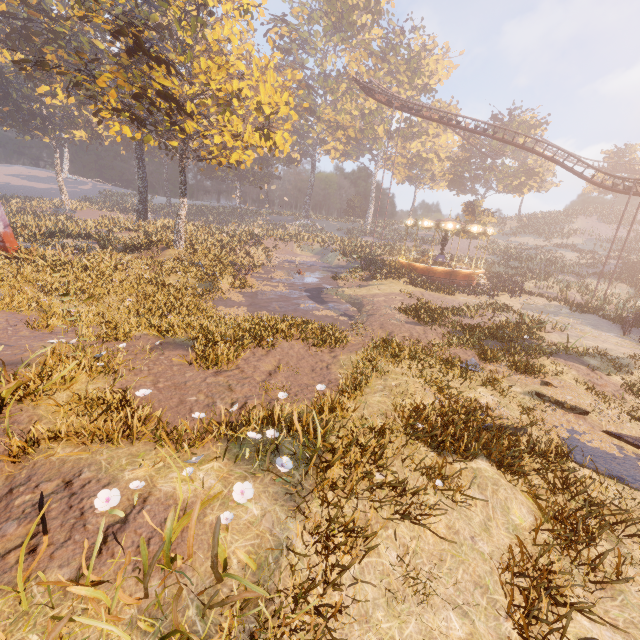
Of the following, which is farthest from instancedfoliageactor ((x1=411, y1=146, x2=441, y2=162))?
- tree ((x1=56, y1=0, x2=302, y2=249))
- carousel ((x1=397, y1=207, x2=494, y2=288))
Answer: tree ((x1=56, y1=0, x2=302, y2=249))

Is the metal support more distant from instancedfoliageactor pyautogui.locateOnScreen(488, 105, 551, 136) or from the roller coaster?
the roller coaster

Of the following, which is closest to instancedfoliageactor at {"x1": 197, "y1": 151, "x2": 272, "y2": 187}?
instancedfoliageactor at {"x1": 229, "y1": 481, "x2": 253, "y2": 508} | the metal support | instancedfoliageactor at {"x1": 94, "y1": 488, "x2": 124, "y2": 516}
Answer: the metal support

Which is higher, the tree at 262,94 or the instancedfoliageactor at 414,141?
the instancedfoliageactor at 414,141

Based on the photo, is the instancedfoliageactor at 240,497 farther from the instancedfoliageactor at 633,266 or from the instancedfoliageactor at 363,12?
the instancedfoliageactor at 633,266

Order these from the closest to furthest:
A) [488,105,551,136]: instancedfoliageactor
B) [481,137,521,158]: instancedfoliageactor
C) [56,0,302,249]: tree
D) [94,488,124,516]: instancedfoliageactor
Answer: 1. [94,488,124,516]: instancedfoliageactor
2. [56,0,302,249]: tree
3. [488,105,551,136]: instancedfoliageactor
4. [481,137,521,158]: instancedfoliageactor

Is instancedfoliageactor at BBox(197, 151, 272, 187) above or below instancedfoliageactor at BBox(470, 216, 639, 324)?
above

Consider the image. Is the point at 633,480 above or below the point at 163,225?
below
